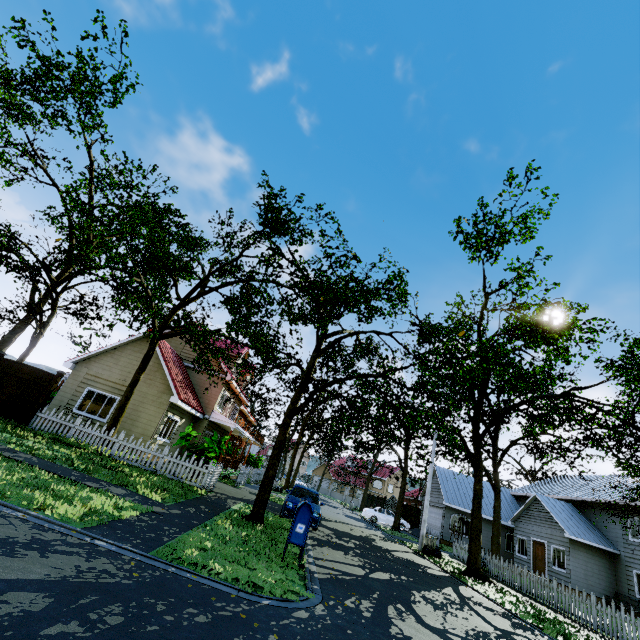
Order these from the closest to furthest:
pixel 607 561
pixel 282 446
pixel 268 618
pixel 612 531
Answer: pixel 268 618
pixel 282 446
pixel 607 561
pixel 612 531

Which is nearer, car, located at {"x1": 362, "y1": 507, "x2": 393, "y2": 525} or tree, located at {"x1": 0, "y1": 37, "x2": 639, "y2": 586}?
tree, located at {"x1": 0, "y1": 37, "x2": 639, "y2": 586}

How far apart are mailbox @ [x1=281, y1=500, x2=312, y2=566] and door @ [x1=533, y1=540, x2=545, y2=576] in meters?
25.4 m

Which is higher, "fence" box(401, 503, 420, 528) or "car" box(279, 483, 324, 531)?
"fence" box(401, 503, 420, 528)

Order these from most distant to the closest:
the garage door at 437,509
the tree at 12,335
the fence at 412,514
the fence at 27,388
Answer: the fence at 412,514
the garage door at 437,509
the fence at 27,388
the tree at 12,335

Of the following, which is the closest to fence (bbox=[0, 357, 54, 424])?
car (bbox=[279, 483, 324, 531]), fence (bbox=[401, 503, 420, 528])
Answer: fence (bbox=[401, 503, 420, 528])

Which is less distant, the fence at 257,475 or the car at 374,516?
the fence at 257,475

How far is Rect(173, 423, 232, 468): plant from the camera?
13.9 meters
